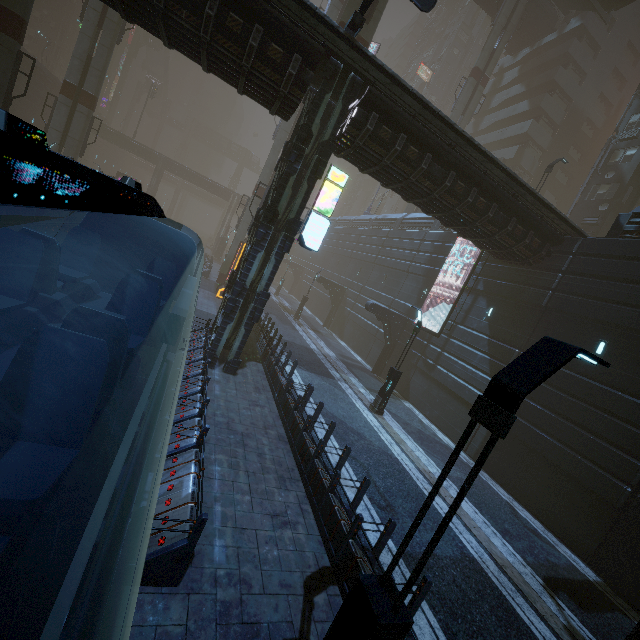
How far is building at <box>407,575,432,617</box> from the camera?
5.5 meters

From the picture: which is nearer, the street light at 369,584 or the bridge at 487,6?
the street light at 369,584

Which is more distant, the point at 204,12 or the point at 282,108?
the point at 282,108

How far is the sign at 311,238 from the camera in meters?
12.2 m

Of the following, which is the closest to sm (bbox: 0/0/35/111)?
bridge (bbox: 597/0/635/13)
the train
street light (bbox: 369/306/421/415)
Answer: the train

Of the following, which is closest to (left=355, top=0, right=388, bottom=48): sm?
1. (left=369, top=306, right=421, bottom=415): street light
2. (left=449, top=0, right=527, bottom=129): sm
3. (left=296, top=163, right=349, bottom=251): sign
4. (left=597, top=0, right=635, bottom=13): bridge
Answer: (left=296, top=163, right=349, bottom=251): sign

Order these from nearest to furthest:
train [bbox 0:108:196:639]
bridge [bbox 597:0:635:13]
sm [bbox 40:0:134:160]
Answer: train [bbox 0:108:196:639] < sm [bbox 40:0:134:160] < bridge [bbox 597:0:635:13]

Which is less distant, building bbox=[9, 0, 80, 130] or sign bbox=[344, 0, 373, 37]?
sign bbox=[344, 0, 373, 37]
